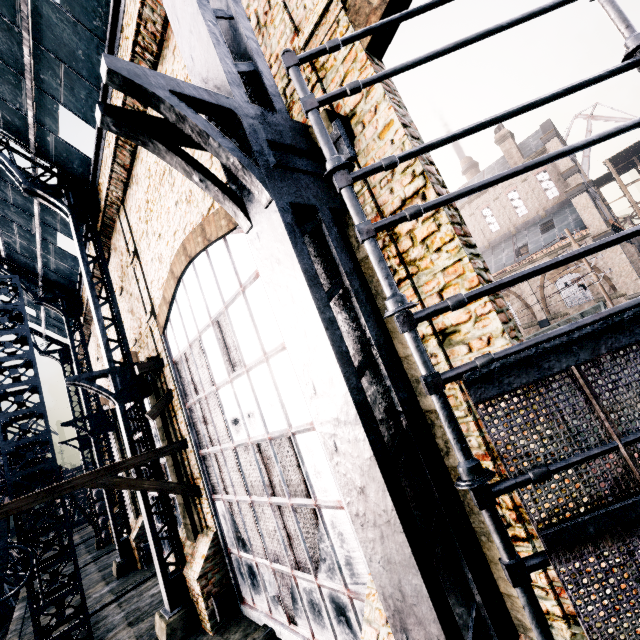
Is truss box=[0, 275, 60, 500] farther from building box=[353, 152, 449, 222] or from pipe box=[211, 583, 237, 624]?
pipe box=[211, 583, 237, 624]

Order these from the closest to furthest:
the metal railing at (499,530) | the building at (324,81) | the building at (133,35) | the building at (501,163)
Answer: the metal railing at (499,530) < the building at (133,35) < the building at (324,81) < the building at (501,163)

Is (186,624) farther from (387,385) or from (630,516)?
(630,516)

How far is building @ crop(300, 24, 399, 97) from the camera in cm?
450

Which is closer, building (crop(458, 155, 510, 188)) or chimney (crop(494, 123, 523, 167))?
chimney (crop(494, 123, 523, 167))

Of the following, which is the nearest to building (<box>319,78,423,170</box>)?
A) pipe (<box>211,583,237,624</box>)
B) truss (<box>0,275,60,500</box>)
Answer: pipe (<box>211,583,237,624</box>)

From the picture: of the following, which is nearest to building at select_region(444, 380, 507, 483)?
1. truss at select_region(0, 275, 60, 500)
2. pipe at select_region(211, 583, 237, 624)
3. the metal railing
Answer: pipe at select_region(211, 583, 237, 624)

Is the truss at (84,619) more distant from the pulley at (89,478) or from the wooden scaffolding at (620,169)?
the wooden scaffolding at (620,169)
